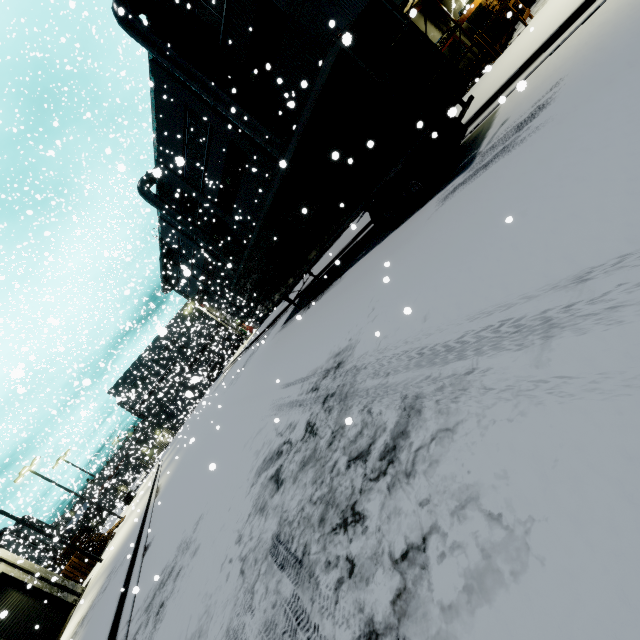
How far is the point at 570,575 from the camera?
1.6m

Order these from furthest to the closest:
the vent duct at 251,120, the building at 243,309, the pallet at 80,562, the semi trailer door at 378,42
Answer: the building at 243,309 < the pallet at 80,562 < the vent duct at 251,120 < the semi trailer door at 378,42

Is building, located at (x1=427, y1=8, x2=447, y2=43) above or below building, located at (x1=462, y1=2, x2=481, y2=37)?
above

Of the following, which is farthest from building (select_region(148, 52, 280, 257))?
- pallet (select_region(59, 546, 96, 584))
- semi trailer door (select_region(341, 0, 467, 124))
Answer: pallet (select_region(59, 546, 96, 584))

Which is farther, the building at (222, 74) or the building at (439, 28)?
the building at (439, 28)

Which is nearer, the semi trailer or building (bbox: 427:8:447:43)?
the semi trailer

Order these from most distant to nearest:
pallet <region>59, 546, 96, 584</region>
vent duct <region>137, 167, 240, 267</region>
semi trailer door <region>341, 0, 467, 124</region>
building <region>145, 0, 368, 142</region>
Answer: vent duct <region>137, 167, 240, 267</region> → pallet <region>59, 546, 96, 584</region> → building <region>145, 0, 368, 142</region> → semi trailer door <region>341, 0, 467, 124</region>

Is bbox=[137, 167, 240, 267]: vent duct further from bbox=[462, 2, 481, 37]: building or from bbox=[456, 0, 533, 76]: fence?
bbox=[456, 0, 533, 76]: fence
